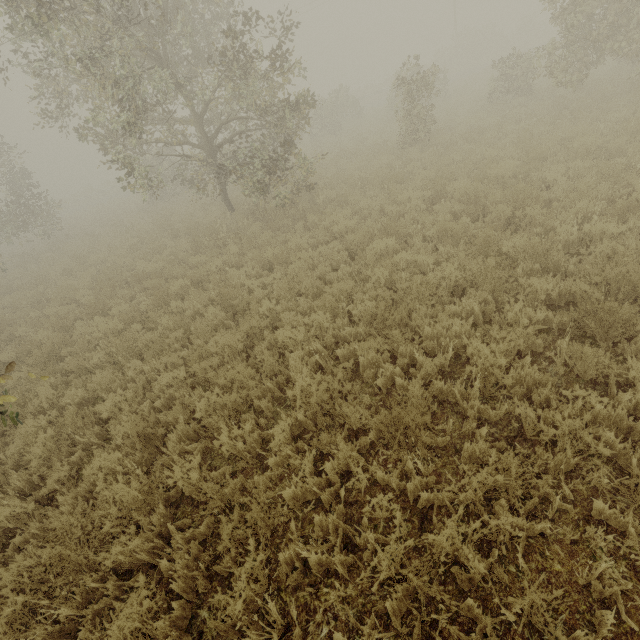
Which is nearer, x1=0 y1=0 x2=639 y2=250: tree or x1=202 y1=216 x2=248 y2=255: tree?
x1=0 y1=0 x2=639 y2=250: tree

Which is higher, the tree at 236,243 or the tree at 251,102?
the tree at 251,102

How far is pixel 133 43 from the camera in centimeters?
804cm

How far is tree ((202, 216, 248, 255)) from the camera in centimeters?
991cm

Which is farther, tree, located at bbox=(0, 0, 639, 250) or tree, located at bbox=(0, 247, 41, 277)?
tree, located at bbox=(0, 247, 41, 277)

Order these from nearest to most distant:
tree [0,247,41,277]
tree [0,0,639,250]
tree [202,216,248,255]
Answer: tree [0,0,639,250] → tree [202,216,248,255] → tree [0,247,41,277]

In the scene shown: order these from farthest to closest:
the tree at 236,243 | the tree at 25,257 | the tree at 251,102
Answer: the tree at 25,257 → the tree at 236,243 → the tree at 251,102
